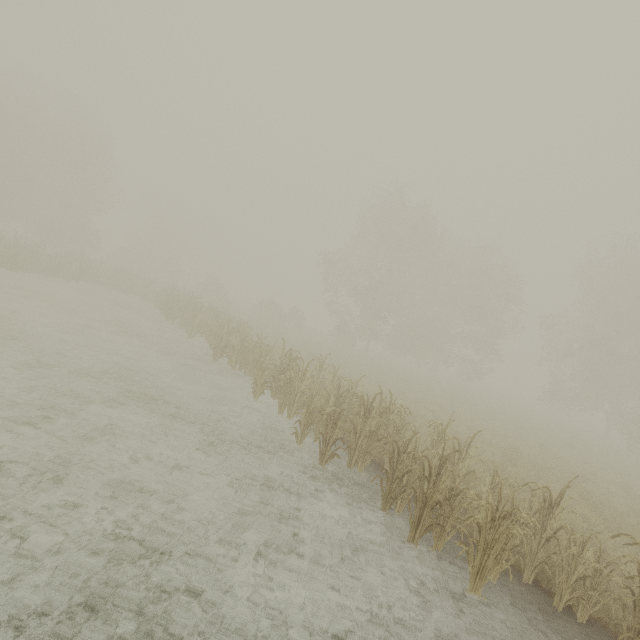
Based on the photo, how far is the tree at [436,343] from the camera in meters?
30.1 m

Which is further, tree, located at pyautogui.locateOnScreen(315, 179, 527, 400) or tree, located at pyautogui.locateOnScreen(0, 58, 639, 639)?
tree, located at pyautogui.locateOnScreen(315, 179, 527, 400)

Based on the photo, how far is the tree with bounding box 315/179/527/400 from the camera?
30.1m

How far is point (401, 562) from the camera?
5.39m

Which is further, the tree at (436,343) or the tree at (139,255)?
the tree at (436,343)
